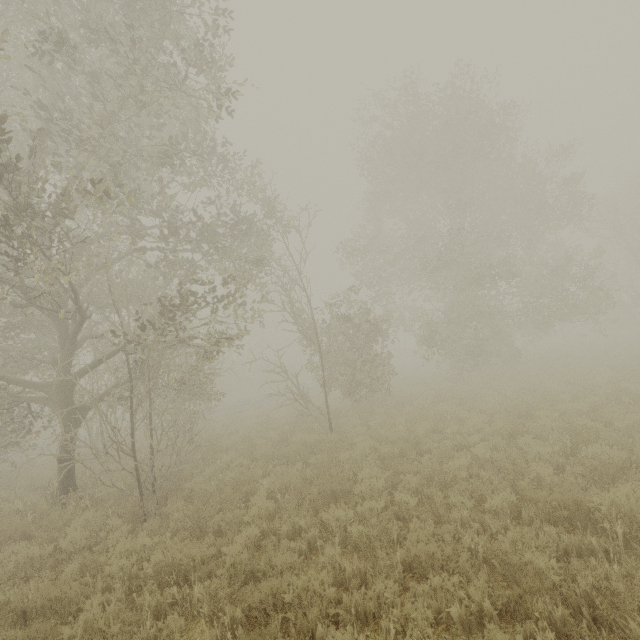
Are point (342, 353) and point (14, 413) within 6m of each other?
no
